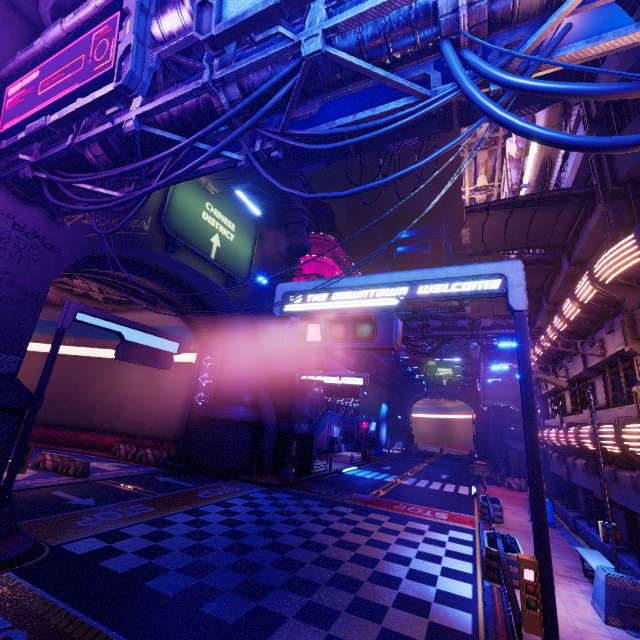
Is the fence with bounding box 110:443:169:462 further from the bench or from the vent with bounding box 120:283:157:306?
the bench

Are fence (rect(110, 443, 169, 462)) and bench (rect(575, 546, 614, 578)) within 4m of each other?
no

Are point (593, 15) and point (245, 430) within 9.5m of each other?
no

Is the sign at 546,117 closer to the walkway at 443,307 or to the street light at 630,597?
the walkway at 443,307

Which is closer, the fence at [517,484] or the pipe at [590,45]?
the pipe at [590,45]

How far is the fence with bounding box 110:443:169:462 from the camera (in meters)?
23.08

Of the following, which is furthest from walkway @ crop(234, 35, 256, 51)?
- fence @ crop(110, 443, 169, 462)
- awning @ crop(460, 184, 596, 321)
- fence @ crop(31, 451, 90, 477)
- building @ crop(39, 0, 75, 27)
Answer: fence @ crop(110, 443, 169, 462)

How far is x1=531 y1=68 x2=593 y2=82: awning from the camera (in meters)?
10.45
